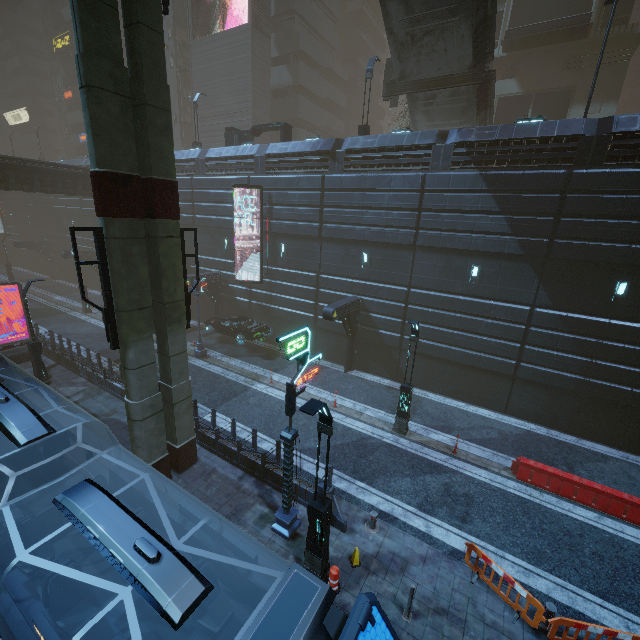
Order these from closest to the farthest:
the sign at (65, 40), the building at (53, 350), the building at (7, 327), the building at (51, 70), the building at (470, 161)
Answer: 1. the building at (470, 161)
2. the building at (53, 350)
3. the building at (7, 327)
4. the sign at (65, 40)
5. the building at (51, 70)

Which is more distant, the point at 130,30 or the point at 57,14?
the point at 57,14

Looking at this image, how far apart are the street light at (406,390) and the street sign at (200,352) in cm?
1331

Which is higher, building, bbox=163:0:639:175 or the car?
building, bbox=163:0:639:175

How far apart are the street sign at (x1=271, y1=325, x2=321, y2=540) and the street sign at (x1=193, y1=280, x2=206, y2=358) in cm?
1331

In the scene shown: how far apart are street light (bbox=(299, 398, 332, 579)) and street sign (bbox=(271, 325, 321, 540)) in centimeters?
83cm

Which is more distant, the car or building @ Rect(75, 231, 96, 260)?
building @ Rect(75, 231, 96, 260)

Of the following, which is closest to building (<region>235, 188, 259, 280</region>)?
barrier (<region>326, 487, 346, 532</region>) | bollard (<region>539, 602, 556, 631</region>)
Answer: barrier (<region>326, 487, 346, 532</region>)
